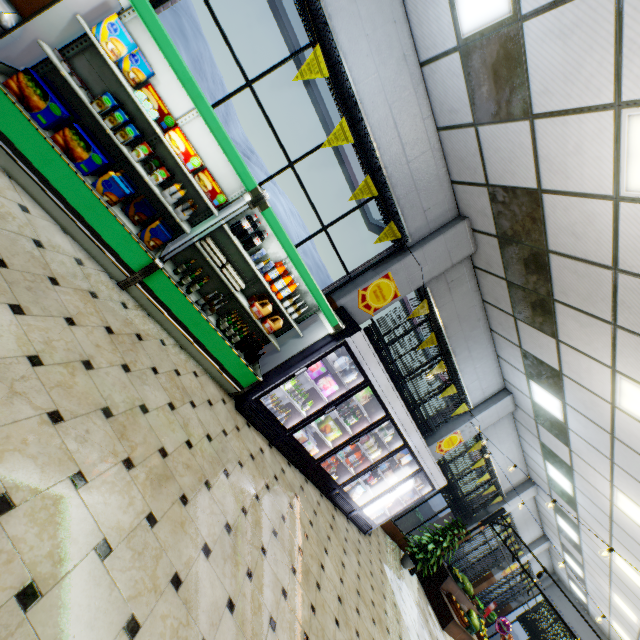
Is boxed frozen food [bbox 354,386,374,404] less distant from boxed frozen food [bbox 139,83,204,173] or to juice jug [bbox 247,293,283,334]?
juice jug [bbox 247,293,283,334]

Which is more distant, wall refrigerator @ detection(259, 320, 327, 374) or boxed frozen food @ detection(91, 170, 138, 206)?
wall refrigerator @ detection(259, 320, 327, 374)

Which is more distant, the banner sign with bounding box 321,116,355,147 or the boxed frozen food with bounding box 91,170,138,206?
the banner sign with bounding box 321,116,355,147

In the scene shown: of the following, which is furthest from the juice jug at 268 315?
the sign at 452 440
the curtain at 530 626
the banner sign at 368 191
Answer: the curtain at 530 626

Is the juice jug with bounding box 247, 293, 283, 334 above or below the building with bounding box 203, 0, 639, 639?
below

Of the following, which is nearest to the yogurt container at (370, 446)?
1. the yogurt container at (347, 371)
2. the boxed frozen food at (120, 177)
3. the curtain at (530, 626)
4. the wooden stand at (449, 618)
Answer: the yogurt container at (347, 371)

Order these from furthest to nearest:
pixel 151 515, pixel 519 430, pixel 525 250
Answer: pixel 519 430
pixel 525 250
pixel 151 515

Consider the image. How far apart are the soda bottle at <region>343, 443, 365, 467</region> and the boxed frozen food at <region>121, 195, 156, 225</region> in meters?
5.4
